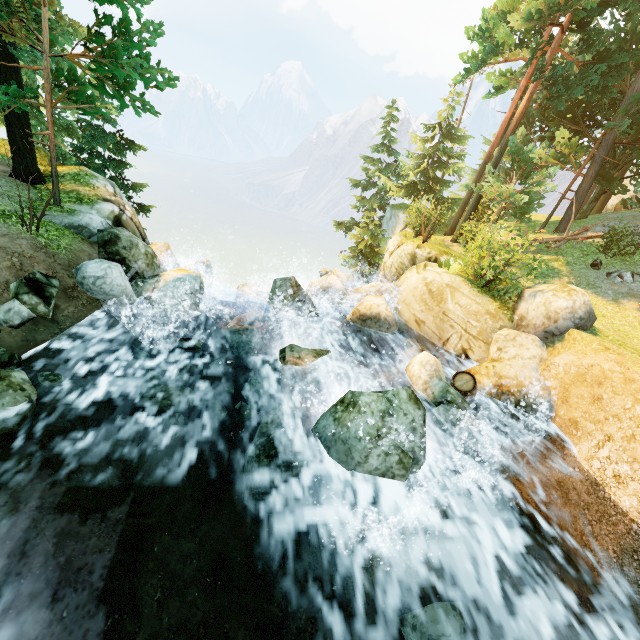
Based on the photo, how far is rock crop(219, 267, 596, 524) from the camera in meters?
5.9

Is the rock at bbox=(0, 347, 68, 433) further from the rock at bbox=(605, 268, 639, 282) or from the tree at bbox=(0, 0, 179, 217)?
the rock at bbox=(605, 268, 639, 282)

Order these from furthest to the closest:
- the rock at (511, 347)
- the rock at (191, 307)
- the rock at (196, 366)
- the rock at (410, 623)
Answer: the rock at (191, 307) < the rock at (196, 366) < the rock at (511, 347) < the rock at (410, 623)

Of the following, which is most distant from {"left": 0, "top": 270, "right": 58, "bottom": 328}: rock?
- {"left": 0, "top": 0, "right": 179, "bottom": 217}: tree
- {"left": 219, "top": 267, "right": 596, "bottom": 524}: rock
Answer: {"left": 0, "top": 0, "right": 179, "bottom": 217}: tree

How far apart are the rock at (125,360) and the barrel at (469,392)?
7.97m

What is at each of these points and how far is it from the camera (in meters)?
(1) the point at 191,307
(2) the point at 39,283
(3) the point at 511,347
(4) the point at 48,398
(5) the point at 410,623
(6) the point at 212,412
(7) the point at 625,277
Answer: (1) rock, 9.59
(2) rock, 7.04
(3) rock, 9.66
(4) rock, 6.16
(5) rock, 5.03
(6) rock, 7.61
(7) rock, 14.40

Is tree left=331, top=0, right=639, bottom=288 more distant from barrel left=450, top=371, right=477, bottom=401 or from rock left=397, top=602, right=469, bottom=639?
rock left=397, top=602, right=469, bottom=639
